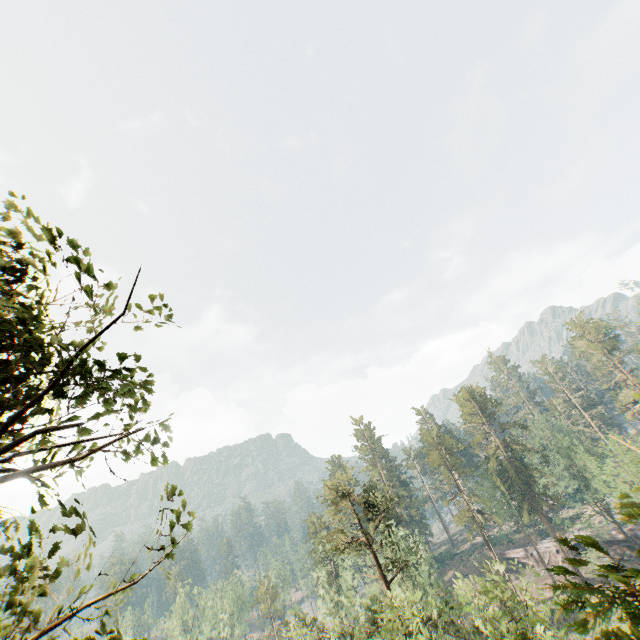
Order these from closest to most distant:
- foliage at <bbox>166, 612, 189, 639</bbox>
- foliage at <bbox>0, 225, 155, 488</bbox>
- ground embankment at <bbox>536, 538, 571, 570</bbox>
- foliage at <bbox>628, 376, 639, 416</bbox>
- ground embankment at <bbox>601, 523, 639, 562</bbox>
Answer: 1. foliage at <bbox>628, 376, 639, 416</bbox>
2. foliage at <bbox>0, 225, 155, 488</bbox>
3. ground embankment at <bbox>601, 523, 639, 562</bbox>
4. foliage at <bbox>166, 612, 189, 639</bbox>
5. ground embankment at <bbox>536, 538, 571, 570</bbox>

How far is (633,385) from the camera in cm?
5962

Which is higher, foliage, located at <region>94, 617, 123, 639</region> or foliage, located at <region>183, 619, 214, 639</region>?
foliage, located at <region>94, 617, 123, 639</region>

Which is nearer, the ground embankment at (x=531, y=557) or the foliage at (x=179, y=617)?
the foliage at (x=179, y=617)

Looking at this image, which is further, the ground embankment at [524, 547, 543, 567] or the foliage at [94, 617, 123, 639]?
the ground embankment at [524, 547, 543, 567]

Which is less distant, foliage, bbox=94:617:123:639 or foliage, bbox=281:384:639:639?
foliage, bbox=281:384:639:639

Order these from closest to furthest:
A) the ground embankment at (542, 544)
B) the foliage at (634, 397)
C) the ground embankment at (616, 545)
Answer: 1. the foliage at (634, 397)
2. the ground embankment at (616, 545)
3. the ground embankment at (542, 544)
